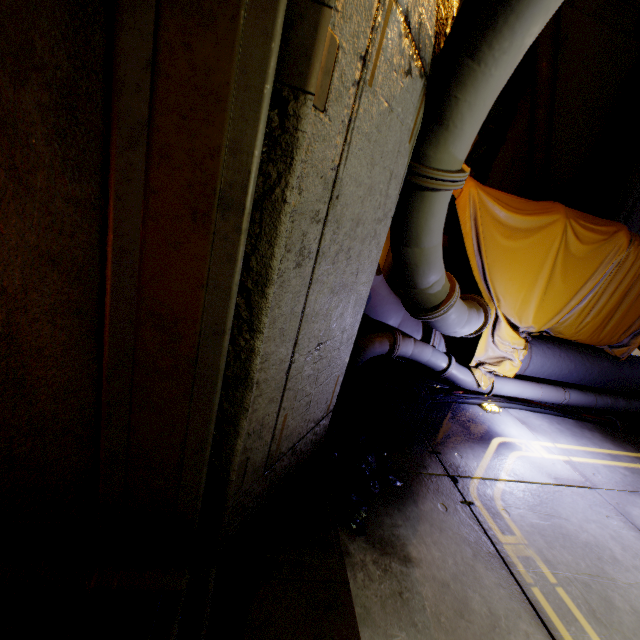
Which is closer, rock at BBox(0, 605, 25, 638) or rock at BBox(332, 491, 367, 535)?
rock at BBox(0, 605, 25, 638)

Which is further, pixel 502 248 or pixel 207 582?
pixel 502 248

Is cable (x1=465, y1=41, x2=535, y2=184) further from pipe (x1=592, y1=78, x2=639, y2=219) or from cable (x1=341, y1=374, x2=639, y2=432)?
cable (x1=341, y1=374, x2=639, y2=432)

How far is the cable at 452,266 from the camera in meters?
5.0 m

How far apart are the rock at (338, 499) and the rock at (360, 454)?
0.1 meters

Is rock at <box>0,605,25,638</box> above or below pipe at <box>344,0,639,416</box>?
below

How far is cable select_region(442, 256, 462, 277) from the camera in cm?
504

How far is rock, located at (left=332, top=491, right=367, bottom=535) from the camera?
1.9 meters
